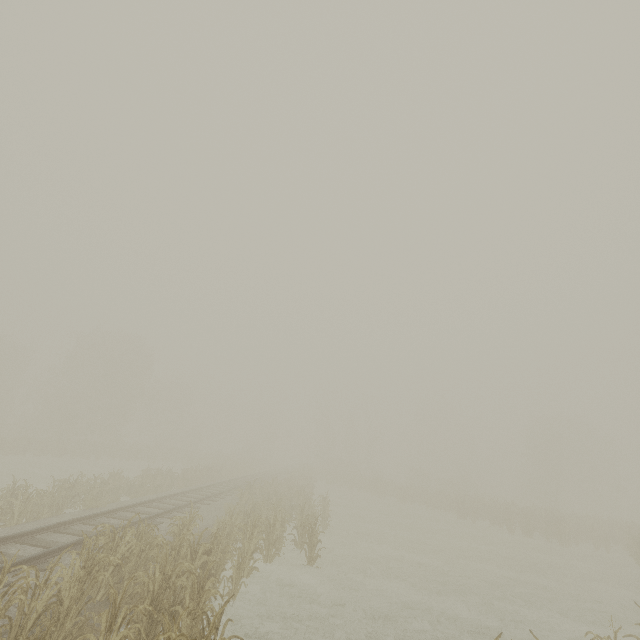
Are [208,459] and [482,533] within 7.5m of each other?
no
